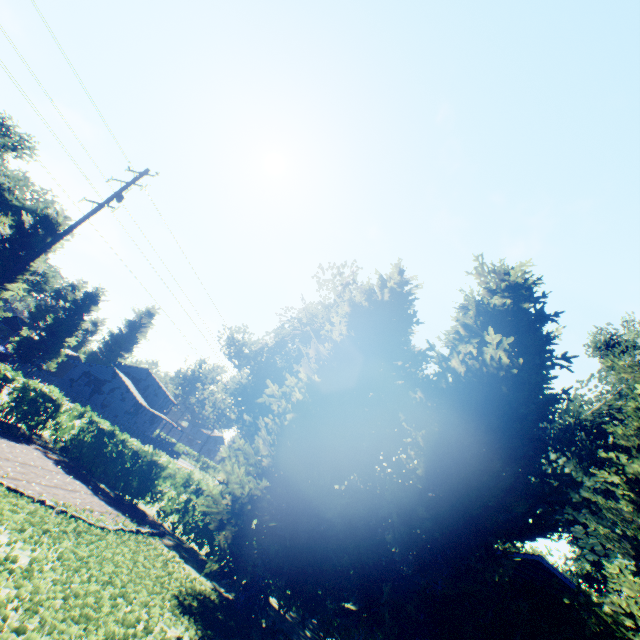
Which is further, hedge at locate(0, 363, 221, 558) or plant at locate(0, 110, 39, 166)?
plant at locate(0, 110, 39, 166)

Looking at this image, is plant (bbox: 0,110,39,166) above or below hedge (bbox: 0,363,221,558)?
above

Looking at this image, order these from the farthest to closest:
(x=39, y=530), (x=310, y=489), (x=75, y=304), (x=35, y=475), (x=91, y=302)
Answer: (x=91, y=302) < (x=75, y=304) < (x=35, y=475) < (x=310, y=489) < (x=39, y=530)

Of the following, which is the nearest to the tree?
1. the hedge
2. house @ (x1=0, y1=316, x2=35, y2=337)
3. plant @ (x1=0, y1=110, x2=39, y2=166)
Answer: the hedge

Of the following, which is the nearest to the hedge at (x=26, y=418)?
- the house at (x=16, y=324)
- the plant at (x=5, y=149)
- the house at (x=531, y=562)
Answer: the plant at (x=5, y=149)

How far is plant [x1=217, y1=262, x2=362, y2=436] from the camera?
25.6 meters

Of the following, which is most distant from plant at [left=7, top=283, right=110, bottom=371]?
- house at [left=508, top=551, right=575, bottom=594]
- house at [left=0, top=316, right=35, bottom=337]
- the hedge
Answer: house at [left=508, top=551, right=575, bottom=594]

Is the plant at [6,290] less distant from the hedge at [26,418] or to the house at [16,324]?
the house at [16,324]
